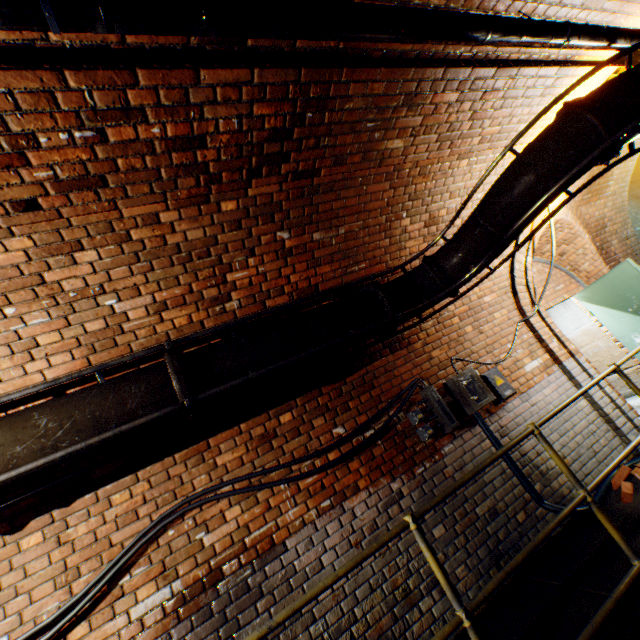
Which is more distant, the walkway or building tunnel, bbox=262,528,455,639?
building tunnel, bbox=262,528,455,639

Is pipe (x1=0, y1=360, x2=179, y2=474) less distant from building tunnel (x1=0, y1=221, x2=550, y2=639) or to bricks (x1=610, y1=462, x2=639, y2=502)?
building tunnel (x1=0, y1=221, x2=550, y2=639)

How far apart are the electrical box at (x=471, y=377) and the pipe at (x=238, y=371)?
1.2m

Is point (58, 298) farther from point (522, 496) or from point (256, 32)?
point (522, 496)

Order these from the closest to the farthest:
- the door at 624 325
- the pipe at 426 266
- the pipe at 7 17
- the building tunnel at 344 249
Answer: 1. the pipe at 7 17
2. the building tunnel at 344 249
3. the pipe at 426 266
4. the door at 624 325

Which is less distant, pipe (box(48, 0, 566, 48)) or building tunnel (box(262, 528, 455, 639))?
pipe (box(48, 0, 566, 48))

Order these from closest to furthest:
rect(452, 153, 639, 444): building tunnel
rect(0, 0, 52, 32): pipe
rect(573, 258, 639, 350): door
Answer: rect(0, 0, 52, 32): pipe < rect(452, 153, 639, 444): building tunnel < rect(573, 258, 639, 350): door

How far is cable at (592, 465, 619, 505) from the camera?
3.44m
